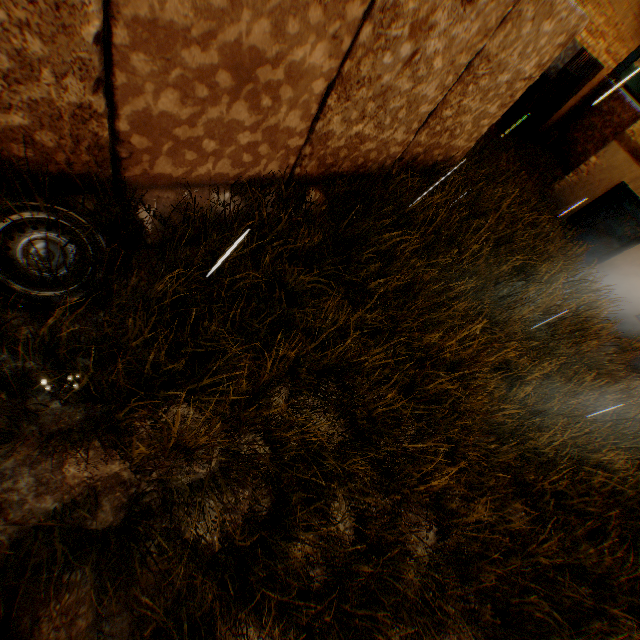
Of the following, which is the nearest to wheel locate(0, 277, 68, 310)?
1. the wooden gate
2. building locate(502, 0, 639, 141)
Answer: building locate(502, 0, 639, 141)

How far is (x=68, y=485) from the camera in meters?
2.5

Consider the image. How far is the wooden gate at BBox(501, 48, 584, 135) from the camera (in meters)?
10.12

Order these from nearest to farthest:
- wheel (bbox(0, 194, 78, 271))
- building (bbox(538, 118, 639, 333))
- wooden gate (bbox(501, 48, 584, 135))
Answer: wheel (bbox(0, 194, 78, 271)), building (bbox(538, 118, 639, 333)), wooden gate (bbox(501, 48, 584, 135))

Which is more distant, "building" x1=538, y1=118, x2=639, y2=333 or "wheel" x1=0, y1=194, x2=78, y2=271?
"building" x1=538, y1=118, x2=639, y2=333

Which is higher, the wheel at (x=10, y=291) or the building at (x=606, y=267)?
the building at (x=606, y=267)

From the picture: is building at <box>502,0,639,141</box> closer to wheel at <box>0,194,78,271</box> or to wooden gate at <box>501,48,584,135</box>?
wooden gate at <box>501,48,584,135</box>
